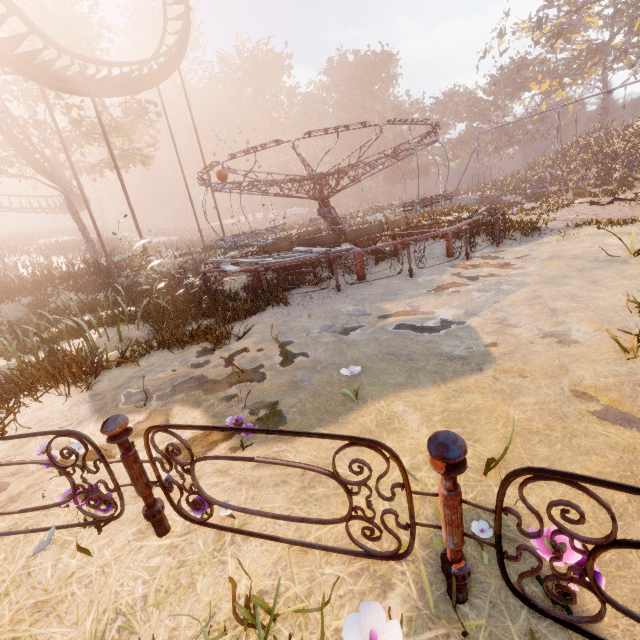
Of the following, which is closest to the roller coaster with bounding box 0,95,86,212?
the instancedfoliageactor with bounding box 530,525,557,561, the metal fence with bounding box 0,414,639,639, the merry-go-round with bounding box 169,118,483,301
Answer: the merry-go-round with bounding box 169,118,483,301

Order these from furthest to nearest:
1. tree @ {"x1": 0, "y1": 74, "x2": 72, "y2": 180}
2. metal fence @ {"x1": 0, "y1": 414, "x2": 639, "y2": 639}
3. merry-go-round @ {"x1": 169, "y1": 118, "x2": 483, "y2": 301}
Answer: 1. tree @ {"x1": 0, "y1": 74, "x2": 72, "y2": 180}
2. merry-go-round @ {"x1": 169, "y1": 118, "x2": 483, "y2": 301}
3. metal fence @ {"x1": 0, "y1": 414, "x2": 639, "y2": 639}

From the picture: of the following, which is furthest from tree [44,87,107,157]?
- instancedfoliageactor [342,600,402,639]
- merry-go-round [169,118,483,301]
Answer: instancedfoliageactor [342,600,402,639]

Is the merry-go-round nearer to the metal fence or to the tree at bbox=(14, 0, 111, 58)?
the metal fence

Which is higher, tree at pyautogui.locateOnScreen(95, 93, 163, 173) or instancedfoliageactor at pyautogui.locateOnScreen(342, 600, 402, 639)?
tree at pyautogui.locateOnScreen(95, 93, 163, 173)

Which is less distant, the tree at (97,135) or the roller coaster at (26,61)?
the roller coaster at (26,61)

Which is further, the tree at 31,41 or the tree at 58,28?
the tree at 31,41

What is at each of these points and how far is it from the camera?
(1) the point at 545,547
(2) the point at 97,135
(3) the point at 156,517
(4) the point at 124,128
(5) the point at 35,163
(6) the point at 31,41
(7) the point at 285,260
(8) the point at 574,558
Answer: (1) instancedfoliageactor, 1.5 meters
(2) tree, 29.5 meters
(3) metal fence, 2.2 meters
(4) tree, 25.1 meters
(5) roller coaster, 22.2 meters
(6) tree, 20.0 meters
(7) merry-go-round, 9.7 meters
(8) instancedfoliageactor, 1.4 meters
